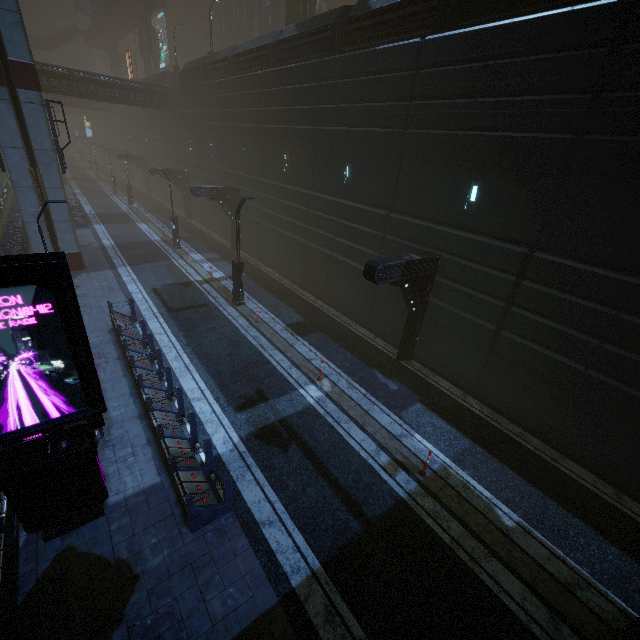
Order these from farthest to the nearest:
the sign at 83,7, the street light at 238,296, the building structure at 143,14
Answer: the sign at 83,7, the building structure at 143,14, the street light at 238,296

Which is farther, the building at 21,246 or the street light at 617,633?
the building at 21,246

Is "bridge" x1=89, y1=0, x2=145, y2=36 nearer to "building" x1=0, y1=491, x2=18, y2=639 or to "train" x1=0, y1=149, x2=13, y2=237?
"building" x1=0, y1=491, x2=18, y2=639

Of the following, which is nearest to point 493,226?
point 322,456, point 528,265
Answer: point 528,265

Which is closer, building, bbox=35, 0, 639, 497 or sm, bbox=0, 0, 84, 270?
building, bbox=35, 0, 639, 497

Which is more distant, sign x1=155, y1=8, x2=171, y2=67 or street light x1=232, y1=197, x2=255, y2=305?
sign x1=155, y1=8, x2=171, y2=67

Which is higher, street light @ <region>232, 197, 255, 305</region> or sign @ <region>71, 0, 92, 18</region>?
sign @ <region>71, 0, 92, 18</region>

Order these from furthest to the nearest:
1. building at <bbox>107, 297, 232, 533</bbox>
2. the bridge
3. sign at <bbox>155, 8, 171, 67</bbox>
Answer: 1. sign at <bbox>155, 8, 171, 67</bbox>
2. the bridge
3. building at <bbox>107, 297, 232, 533</bbox>
